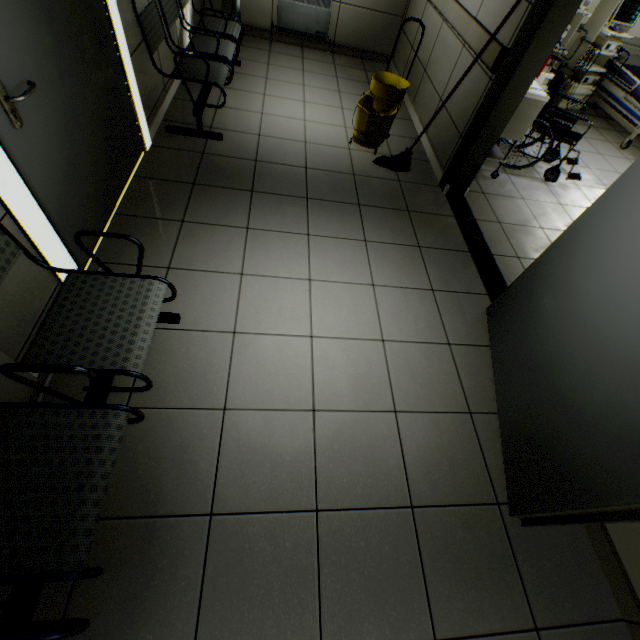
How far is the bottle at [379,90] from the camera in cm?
332

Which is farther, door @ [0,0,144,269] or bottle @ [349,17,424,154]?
bottle @ [349,17,424,154]

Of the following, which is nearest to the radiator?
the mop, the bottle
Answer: the bottle

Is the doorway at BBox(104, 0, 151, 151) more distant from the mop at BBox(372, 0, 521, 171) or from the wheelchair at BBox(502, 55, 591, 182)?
the wheelchair at BBox(502, 55, 591, 182)

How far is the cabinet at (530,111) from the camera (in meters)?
3.10

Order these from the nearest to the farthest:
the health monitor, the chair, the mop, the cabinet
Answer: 1. the chair
2. the mop
3. the cabinet
4. the health monitor

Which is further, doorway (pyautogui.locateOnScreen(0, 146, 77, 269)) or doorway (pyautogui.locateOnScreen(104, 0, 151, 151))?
doorway (pyautogui.locateOnScreen(104, 0, 151, 151))

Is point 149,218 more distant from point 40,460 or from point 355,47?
point 355,47
